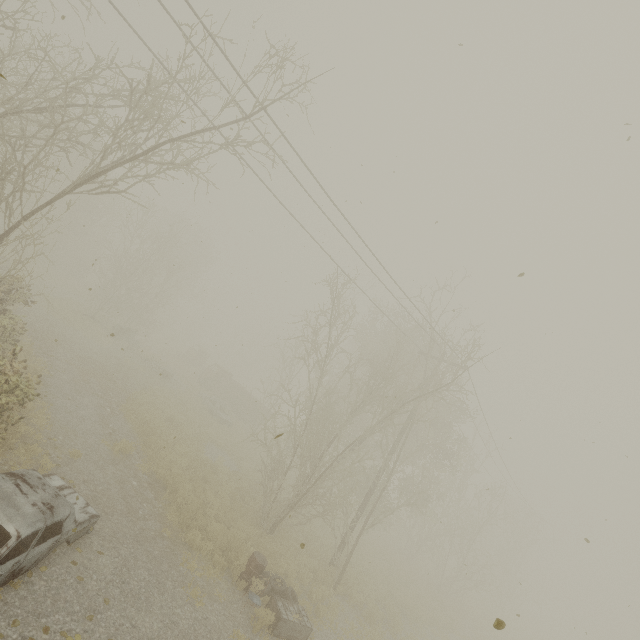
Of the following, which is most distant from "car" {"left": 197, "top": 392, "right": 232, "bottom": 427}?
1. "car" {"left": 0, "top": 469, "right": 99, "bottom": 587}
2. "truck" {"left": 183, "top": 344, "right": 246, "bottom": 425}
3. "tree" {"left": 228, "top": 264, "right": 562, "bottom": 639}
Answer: "car" {"left": 0, "top": 469, "right": 99, "bottom": 587}

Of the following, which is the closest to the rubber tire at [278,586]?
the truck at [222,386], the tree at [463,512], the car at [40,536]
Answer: the tree at [463,512]

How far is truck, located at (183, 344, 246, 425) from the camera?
30.58m

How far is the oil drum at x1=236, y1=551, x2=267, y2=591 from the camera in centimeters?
969cm

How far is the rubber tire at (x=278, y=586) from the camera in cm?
986

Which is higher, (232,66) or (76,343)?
(232,66)

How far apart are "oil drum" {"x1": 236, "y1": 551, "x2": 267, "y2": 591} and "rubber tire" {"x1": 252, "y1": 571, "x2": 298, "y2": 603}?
0.03m

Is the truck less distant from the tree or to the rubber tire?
the tree
